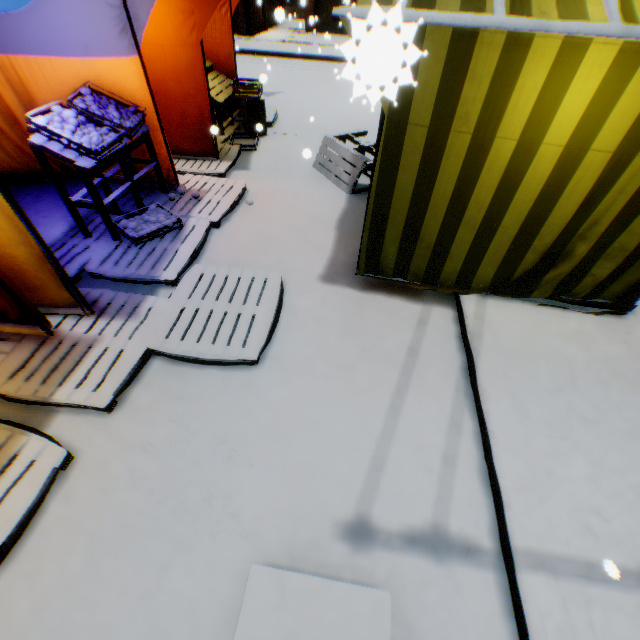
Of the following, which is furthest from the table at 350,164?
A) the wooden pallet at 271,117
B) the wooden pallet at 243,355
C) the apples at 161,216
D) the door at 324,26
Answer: the apples at 161,216

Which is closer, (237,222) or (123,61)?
(123,61)

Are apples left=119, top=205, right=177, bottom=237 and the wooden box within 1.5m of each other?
no

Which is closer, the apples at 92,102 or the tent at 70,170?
the apples at 92,102

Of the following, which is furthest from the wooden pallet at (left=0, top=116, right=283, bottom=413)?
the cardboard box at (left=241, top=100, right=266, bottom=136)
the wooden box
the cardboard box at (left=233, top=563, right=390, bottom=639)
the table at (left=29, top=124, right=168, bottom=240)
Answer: the wooden box

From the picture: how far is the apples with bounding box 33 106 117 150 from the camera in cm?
321

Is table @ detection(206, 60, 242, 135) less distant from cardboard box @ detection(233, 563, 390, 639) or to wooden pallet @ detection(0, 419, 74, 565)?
wooden pallet @ detection(0, 419, 74, 565)

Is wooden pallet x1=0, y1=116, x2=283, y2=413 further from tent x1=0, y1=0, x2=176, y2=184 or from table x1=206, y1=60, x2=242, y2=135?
table x1=206, y1=60, x2=242, y2=135
